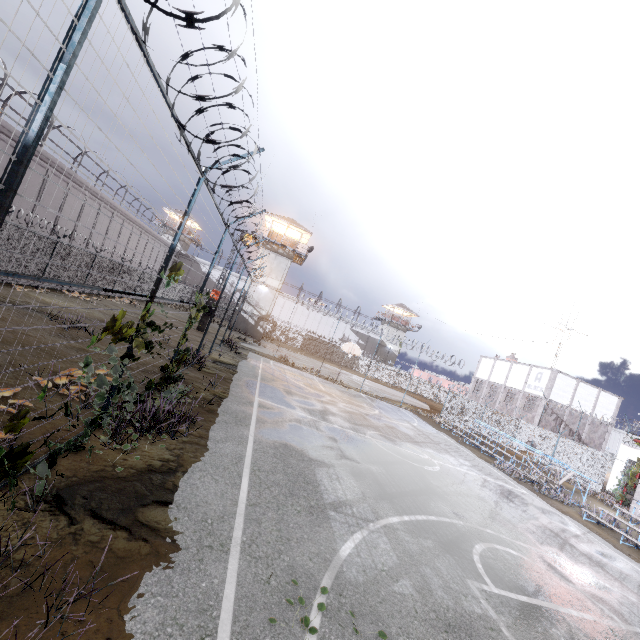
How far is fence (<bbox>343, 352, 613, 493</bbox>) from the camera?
23.5m

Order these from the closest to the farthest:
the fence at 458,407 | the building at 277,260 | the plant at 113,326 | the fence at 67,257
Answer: the fence at 67,257 → the plant at 113,326 → the fence at 458,407 → the building at 277,260

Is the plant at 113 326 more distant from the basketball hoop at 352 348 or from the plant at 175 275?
the basketball hoop at 352 348

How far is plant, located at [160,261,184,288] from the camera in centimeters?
624cm

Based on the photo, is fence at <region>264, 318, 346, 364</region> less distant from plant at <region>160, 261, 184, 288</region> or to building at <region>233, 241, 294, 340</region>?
plant at <region>160, 261, 184, 288</region>

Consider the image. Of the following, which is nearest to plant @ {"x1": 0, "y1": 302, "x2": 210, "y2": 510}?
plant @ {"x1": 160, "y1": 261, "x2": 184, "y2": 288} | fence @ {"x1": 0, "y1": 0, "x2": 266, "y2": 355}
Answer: fence @ {"x1": 0, "y1": 0, "x2": 266, "y2": 355}

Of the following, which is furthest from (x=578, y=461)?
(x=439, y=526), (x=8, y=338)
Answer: (x=8, y=338)

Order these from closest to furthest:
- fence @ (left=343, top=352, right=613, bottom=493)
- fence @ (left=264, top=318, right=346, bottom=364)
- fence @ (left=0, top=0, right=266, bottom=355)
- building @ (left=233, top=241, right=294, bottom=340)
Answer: fence @ (left=0, top=0, right=266, bottom=355) → fence @ (left=343, top=352, right=613, bottom=493) → building @ (left=233, top=241, right=294, bottom=340) → fence @ (left=264, top=318, right=346, bottom=364)
